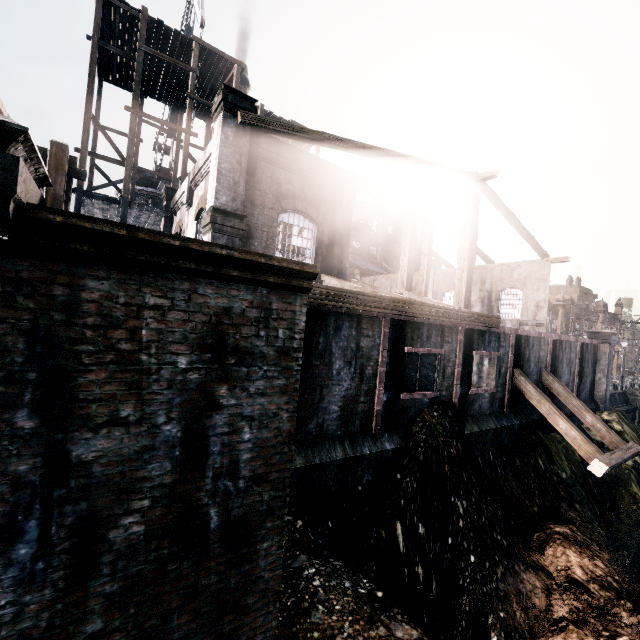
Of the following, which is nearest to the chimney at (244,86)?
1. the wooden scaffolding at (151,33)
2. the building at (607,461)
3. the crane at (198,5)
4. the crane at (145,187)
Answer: the building at (607,461)

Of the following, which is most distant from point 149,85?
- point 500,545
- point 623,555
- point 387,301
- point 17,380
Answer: point 623,555

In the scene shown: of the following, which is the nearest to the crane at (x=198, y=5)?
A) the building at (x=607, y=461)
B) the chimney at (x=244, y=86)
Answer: the building at (x=607, y=461)

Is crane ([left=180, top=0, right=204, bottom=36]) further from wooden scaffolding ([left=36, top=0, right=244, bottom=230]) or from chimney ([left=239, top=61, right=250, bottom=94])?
chimney ([left=239, top=61, right=250, bottom=94])

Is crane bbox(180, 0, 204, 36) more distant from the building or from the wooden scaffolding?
the building

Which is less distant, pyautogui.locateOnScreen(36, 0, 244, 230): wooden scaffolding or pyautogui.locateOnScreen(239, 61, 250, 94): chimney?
pyautogui.locateOnScreen(36, 0, 244, 230): wooden scaffolding

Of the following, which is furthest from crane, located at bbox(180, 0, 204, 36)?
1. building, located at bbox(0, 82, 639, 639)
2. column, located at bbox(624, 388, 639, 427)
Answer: column, located at bbox(624, 388, 639, 427)

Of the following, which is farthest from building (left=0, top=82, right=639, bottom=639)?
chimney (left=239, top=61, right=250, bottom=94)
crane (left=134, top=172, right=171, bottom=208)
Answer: crane (left=134, top=172, right=171, bottom=208)
